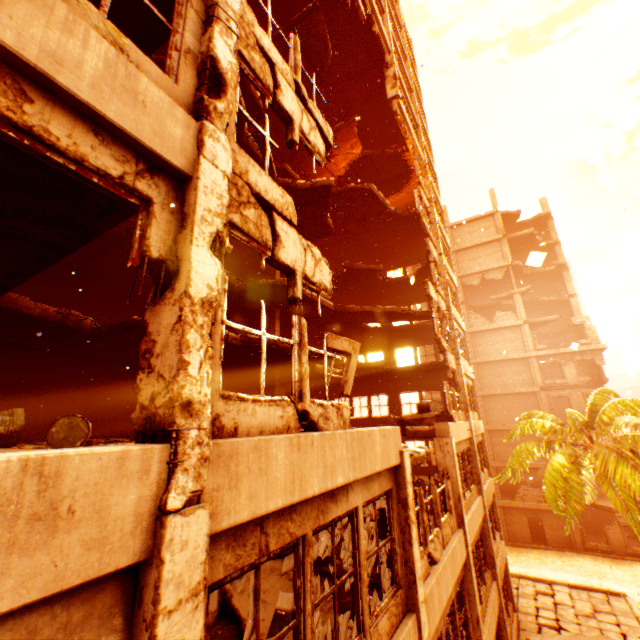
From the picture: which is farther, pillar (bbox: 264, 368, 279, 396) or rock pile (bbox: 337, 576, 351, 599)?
pillar (bbox: 264, 368, 279, 396)

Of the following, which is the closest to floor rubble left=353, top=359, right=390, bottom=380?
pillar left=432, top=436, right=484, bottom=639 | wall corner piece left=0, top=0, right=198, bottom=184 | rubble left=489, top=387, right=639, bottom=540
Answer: wall corner piece left=0, top=0, right=198, bottom=184

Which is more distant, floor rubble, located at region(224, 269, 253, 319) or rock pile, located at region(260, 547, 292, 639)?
floor rubble, located at region(224, 269, 253, 319)

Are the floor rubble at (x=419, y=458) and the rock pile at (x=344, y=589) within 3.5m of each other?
yes

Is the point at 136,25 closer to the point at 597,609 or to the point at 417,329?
the point at 417,329

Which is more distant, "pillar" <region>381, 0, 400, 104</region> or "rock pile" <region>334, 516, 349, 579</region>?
"pillar" <region>381, 0, 400, 104</region>

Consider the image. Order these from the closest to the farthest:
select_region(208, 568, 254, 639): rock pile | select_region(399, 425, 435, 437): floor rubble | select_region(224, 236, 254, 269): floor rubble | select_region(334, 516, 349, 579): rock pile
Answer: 1. select_region(208, 568, 254, 639): rock pile
2. select_region(334, 516, 349, 579): rock pile
3. select_region(399, 425, 435, 437): floor rubble
4. select_region(224, 236, 254, 269): floor rubble

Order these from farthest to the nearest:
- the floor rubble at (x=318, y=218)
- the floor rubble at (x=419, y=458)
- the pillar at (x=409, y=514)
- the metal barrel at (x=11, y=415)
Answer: the floor rubble at (x=318, y=218)
the floor rubble at (x=419, y=458)
the pillar at (x=409, y=514)
the metal barrel at (x=11, y=415)
